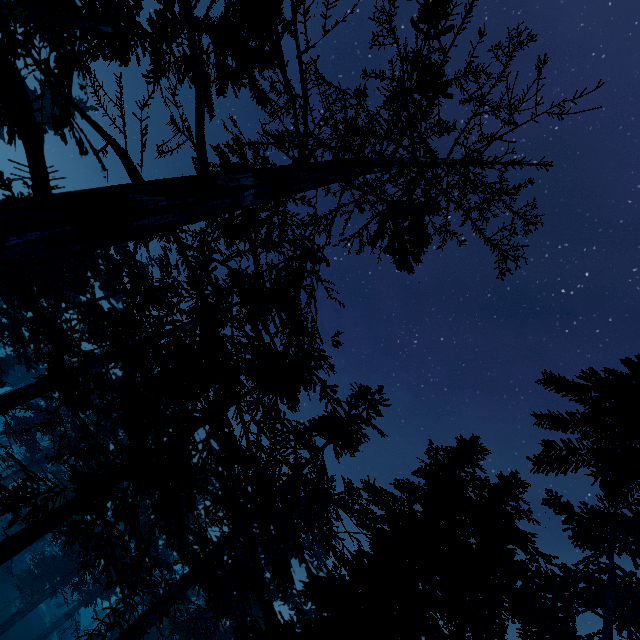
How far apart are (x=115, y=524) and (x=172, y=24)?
17.99m
